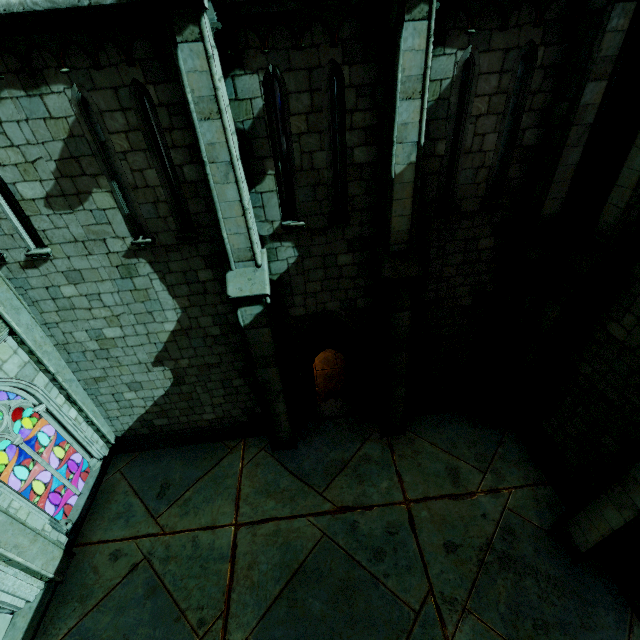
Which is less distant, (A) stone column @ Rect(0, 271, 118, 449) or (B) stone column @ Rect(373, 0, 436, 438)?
(B) stone column @ Rect(373, 0, 436, 438)

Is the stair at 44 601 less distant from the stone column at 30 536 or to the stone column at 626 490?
the stone column at 30 536

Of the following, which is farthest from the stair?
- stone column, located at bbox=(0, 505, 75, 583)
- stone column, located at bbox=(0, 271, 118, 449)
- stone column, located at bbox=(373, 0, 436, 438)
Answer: stone column, located at bbox=(373, 0, 436, 438)

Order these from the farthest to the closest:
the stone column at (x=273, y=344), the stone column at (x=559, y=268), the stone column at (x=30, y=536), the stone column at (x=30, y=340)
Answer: the stone column at (x=30, y=340) < the stone column at (x=30, y=536) < the stone column at (x=559, y=268) < the stone column at (x=273, y=344)

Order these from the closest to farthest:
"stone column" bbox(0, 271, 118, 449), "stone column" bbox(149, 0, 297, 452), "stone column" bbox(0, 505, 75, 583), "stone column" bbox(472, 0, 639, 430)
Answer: "stone column" bbox(149, 0, 297, 452), "stone column" bbox(472, 0, 639, 430), "stone column" bbox(0, 505, 75, 583), "stone column" bbox(0, 271, 118, 449)

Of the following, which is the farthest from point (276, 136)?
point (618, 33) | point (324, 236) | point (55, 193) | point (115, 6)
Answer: point (618, 33)

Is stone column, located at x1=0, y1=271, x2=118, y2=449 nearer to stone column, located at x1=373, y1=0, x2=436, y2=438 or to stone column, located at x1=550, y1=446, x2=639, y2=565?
stone column, located at x1=373, y1=0, x2=436, y2=438

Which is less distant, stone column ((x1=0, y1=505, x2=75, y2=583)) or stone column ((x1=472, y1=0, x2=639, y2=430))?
stone column ((x1=472, y1=0, x2=639, y2=430))
